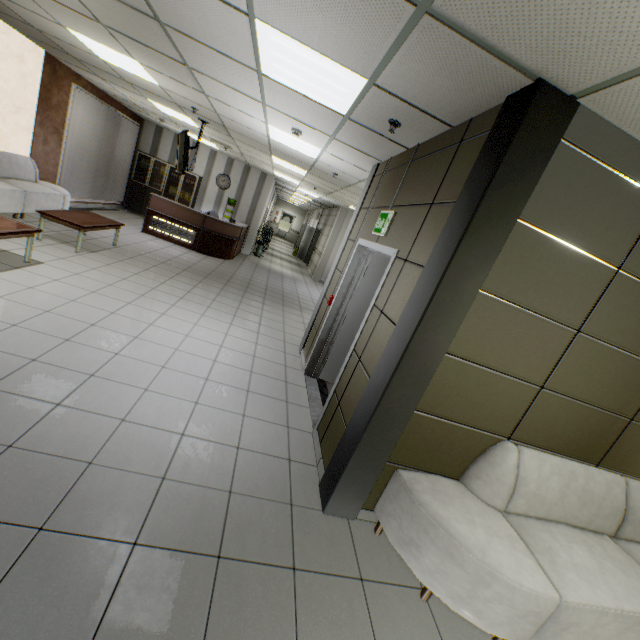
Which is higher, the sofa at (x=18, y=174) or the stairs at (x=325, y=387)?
the sofa at (x=18, y=174)

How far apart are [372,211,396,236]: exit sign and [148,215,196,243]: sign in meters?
7.6

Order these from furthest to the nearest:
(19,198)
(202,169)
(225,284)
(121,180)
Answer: (202,169), (121,180), (225,284), (19,198)

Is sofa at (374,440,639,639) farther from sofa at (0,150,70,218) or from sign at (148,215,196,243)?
sign at (148,215,196,243)

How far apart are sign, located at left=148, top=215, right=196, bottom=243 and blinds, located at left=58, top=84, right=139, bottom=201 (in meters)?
1.96

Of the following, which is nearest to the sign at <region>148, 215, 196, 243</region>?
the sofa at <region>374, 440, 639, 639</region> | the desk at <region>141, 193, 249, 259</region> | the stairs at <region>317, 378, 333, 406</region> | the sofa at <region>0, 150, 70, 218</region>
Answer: the desk at <region>141, 193, 249, 259</region>

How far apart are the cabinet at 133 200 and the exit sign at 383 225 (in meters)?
10.45

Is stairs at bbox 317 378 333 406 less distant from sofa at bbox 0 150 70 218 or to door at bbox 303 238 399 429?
door at bbox 303 238 399 429
